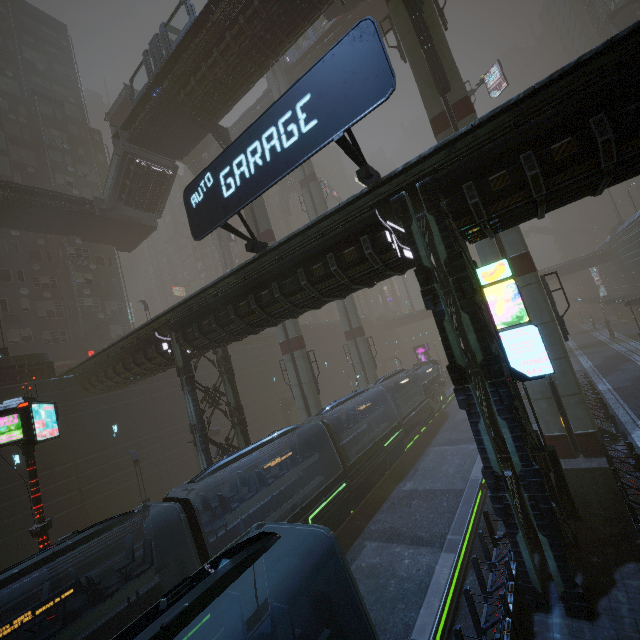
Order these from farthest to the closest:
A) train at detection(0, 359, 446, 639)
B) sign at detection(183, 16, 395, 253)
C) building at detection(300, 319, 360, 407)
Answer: building at detection(300, 319, 360, 407), sign at detection(183, 16, 395, 253), train at detection(0, 359, 446, 639)

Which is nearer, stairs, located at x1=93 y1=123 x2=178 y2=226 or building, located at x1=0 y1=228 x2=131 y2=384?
stairs, located at x1=93 y1=123 x2=178 y2=226

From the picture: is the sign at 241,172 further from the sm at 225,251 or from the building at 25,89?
the sm at 225,251

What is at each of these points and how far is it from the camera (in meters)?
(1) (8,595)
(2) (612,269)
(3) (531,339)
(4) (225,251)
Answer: (1) train, 8.30
(2) building, 51.47
(3) sign, 8.19
(4) sm, 44.47

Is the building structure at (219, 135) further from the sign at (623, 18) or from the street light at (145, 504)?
the sign at (623, 18)

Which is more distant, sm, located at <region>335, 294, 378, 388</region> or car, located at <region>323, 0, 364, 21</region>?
sm, located at <region>335, 294, 378, 388</region>

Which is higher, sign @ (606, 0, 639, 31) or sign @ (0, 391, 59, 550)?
sign @ (606, 0, 639, 31)

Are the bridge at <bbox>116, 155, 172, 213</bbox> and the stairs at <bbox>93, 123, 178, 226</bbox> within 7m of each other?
yes
